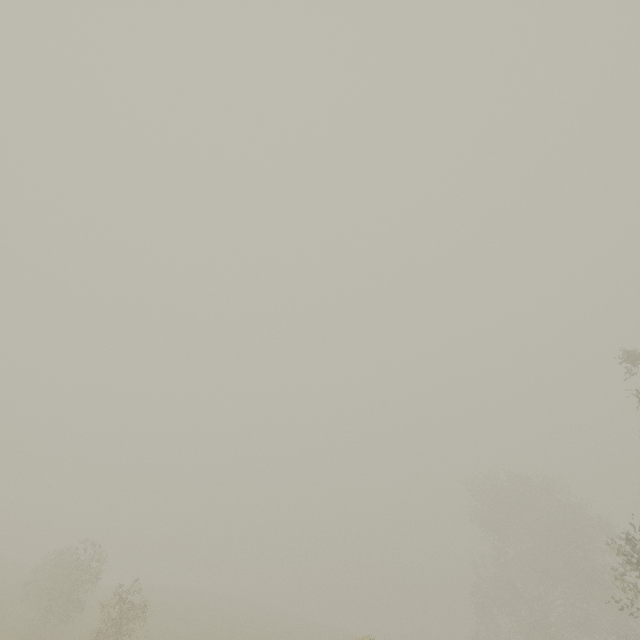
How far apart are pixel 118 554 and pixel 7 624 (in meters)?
55.24
